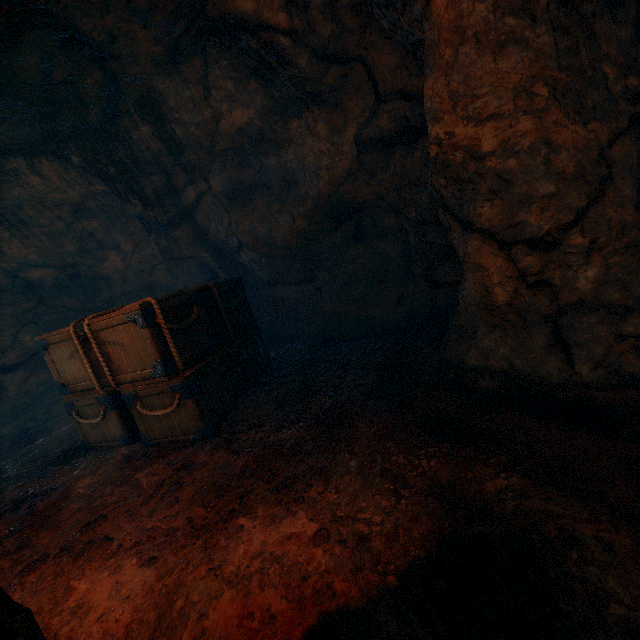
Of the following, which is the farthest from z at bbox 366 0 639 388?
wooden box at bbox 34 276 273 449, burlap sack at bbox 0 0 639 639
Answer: wooden box at bbox 34 276 273 449

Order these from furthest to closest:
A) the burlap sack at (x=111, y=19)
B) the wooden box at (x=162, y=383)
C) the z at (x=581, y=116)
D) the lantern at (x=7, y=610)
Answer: the wooden box at (x=162, y=383)
the z at (x=581, y=116)
the burlap sack at (x=111, y=19)
the lantern at (x=7, y=610)

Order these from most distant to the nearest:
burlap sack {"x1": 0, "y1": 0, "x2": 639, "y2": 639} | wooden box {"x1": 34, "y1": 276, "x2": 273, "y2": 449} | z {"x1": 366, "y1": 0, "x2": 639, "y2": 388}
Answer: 1. wooden box {"x1": 34, "y1": 276, "x2": 273, "y2": 449}
2. z {"x1": 366, "y1": 0, "x2": 639, "y2": 388}
3. burlap sack {"x1": 0, "y1": 0, "x2": 639, "y2": 639}

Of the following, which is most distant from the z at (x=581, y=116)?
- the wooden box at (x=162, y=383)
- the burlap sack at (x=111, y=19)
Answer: the wooden box at (x=162, y=383)

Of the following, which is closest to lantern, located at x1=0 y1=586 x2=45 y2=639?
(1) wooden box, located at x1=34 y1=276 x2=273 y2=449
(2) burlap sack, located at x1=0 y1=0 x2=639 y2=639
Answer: (2) burlap sack, located at x1=0 y1=0 x2=639 y2=639

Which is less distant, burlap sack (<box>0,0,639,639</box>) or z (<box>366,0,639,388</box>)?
burlap sack (<box>0,0,639,639</box>)

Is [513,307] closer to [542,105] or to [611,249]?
[611,249]
